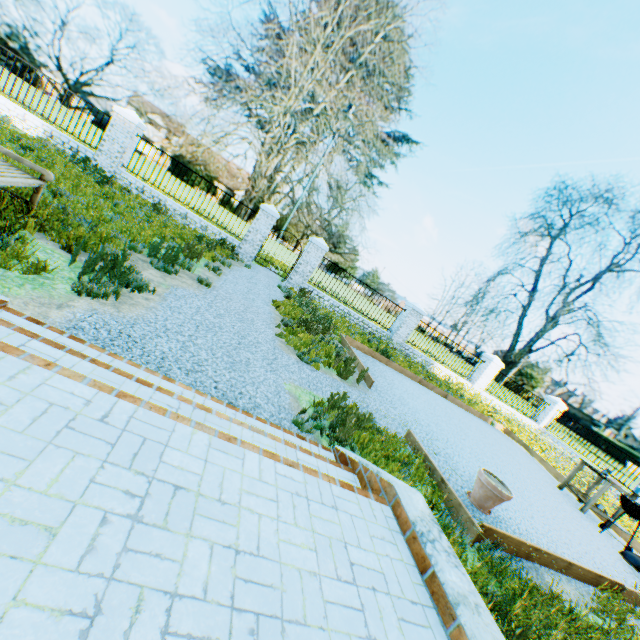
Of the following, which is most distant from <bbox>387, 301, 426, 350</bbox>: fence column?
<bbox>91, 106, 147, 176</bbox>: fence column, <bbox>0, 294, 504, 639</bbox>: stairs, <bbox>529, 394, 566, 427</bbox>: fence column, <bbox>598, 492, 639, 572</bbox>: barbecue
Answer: <bbox>91, 106, 147, 176</bbox>: fence column

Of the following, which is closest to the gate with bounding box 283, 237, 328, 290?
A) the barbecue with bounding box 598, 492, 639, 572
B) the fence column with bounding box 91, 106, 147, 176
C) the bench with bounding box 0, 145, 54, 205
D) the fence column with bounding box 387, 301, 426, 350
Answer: the fence column with bounding box 387, 301, 426, 350

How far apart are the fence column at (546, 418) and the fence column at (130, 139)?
23.91m

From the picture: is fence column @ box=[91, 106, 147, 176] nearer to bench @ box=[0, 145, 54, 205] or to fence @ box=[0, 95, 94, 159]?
fence @ box=[0, 95, 94, 159]

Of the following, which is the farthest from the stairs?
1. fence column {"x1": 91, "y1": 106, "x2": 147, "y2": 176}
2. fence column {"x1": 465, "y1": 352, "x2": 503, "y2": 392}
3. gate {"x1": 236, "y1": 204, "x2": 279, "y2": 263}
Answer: fence column {"x1": 465, "y1": 352, "x2": 503, "y2": 392}

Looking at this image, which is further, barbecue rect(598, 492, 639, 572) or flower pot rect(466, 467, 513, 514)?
barbecue rect(598, 492, 639, 572)

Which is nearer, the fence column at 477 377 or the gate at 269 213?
the gate at 269 213

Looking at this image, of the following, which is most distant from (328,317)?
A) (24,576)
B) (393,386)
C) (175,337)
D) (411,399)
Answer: (24,576)
